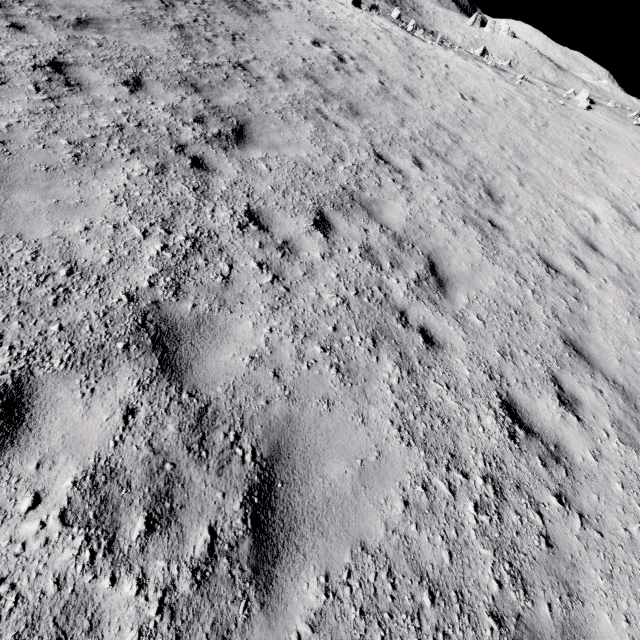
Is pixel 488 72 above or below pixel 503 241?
above
